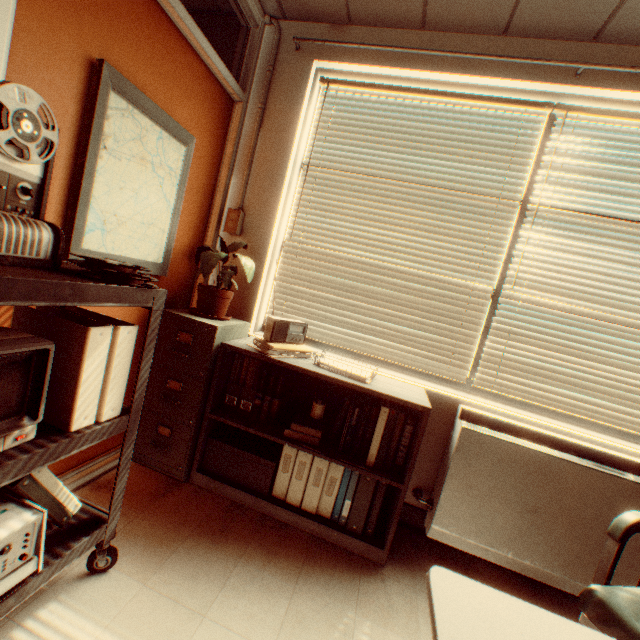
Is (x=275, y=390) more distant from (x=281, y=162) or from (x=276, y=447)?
(x=281, y=162)

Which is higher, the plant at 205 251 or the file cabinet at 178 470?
the plant at 205 251

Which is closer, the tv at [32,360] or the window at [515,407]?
the tv at [32,360]

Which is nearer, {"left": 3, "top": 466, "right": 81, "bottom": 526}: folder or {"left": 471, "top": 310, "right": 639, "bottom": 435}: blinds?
{"left": 3, "top": 466, "right": 81, "bottom": 526}: folder

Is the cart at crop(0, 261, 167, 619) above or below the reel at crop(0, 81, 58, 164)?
below

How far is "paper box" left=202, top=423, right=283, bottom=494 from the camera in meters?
2.2 m

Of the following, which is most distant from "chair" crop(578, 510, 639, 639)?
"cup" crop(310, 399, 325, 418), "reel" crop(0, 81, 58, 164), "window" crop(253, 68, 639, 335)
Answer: "reel" crop(0, 81, 58, 164)

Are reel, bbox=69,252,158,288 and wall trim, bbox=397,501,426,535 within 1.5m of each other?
no
